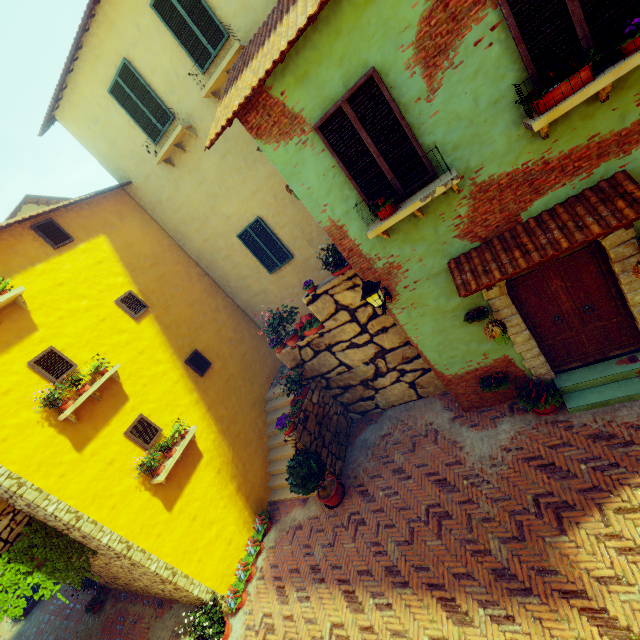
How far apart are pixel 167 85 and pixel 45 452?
9.2m

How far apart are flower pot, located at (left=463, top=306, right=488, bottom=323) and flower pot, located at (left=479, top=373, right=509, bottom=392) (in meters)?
1.38

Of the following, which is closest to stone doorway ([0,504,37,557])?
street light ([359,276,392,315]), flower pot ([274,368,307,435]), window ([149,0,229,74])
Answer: flower pot ([274,368,307,435])

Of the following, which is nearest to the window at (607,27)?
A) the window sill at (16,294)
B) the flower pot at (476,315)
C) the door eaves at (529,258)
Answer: the window sill at (16,294)

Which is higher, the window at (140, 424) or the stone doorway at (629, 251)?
the window at (140, 424)

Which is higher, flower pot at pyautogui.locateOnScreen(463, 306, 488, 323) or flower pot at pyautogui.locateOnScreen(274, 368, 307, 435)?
flower pot at pyautogui.locateOnScreen(463, 306, 488, 323)

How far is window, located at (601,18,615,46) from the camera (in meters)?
3.53

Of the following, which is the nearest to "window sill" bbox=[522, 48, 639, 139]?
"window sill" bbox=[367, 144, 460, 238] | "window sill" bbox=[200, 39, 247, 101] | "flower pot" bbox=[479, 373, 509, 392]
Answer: "window sill" bbox=[367, 144, 460, 238]
